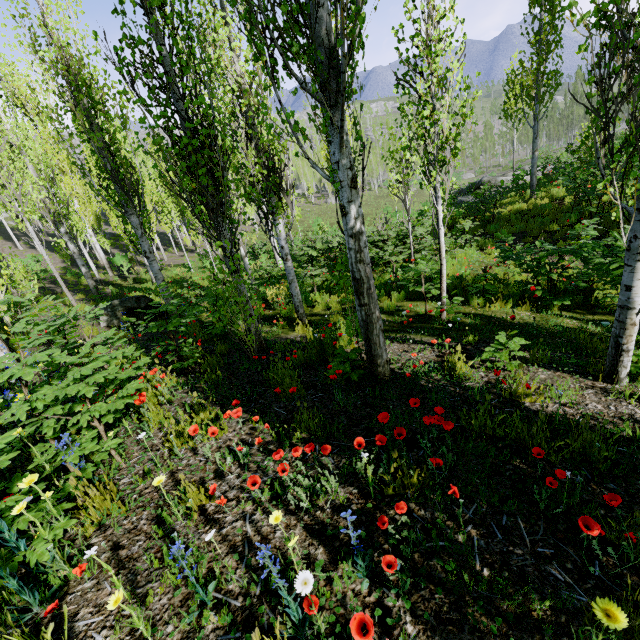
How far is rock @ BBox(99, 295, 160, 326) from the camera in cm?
892

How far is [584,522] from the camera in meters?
1.7 m

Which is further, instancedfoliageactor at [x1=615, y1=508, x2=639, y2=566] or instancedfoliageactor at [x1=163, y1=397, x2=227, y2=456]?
instancedfoliageactor at [x1=163, y1=397, x2=227, y2=456]

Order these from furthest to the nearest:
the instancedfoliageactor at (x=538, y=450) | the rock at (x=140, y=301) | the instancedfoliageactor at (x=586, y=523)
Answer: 1. the rock at (x=140, y=301)
2. the instancedfoliageactor at (x=538, y=450)
3. the instancedfoliageactor at (x=586, y=523)

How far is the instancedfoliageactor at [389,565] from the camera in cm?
156

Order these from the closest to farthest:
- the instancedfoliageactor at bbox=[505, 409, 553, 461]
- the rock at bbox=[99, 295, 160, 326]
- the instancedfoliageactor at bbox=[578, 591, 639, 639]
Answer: the instancedfoliageactor at bbox=[578, 591, 639, 639]
the instancedfoliageactor at bbox=[505, 409, 553, 461]
the rock at bbox=[99, 295, 160, 326]

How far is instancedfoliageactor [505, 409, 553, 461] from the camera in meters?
2.2 m
